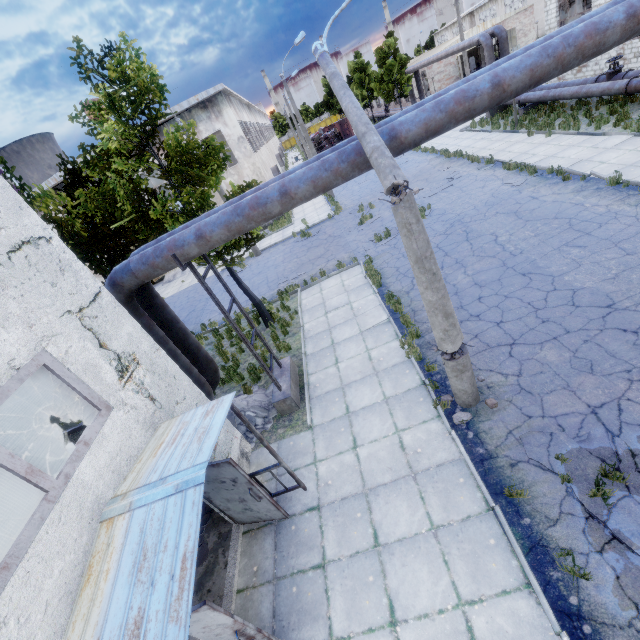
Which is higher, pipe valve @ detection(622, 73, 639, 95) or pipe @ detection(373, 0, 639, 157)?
pipe @ detection(373, 0, 639, 157)

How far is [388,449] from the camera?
6.84m

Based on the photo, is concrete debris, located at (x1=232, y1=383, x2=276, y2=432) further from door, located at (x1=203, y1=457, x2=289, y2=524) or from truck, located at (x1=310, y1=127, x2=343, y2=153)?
truck, located at (x1=310, y1=127, x2=343, y2=153)

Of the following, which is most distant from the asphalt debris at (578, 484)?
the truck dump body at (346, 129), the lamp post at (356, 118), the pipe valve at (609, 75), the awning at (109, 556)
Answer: the truck dump body at (346, 129)

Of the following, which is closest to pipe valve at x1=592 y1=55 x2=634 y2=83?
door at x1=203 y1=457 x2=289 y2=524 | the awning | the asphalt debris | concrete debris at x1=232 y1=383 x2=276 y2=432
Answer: the asphalt debris

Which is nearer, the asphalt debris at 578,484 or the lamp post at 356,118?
the asphalt debris at 578,484

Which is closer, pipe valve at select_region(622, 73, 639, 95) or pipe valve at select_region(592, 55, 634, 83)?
pipe valve at select_region(622, 73, 639, 95)

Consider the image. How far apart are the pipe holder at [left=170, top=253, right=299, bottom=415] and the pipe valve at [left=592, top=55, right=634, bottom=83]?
20.8m
